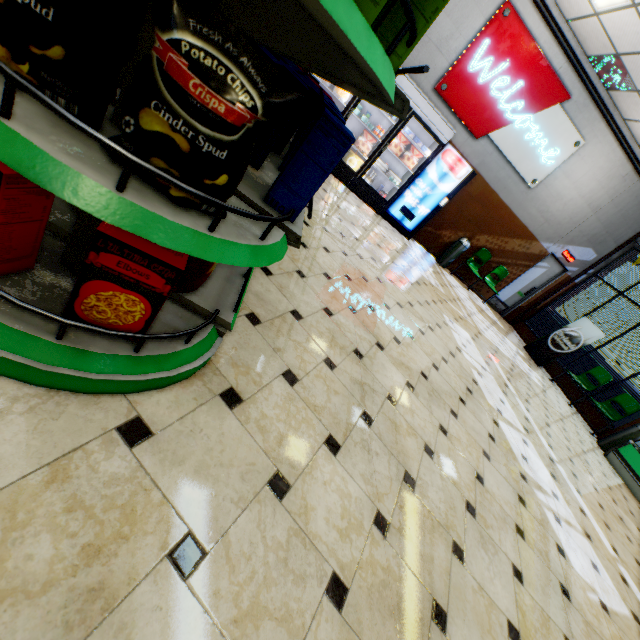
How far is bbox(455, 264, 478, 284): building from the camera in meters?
9.8

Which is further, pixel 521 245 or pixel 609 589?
pixel 521 245

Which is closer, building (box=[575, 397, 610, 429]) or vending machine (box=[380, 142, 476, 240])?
vending machine (box=[380, 142, 476, 240])

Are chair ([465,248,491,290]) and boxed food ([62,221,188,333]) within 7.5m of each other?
no

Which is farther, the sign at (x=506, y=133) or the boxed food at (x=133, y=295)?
the sign at (x=506, y=133)

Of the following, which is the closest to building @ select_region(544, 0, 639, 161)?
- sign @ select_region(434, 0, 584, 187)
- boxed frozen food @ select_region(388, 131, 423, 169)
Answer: sign @ select_region(434, 0, 584, 187)

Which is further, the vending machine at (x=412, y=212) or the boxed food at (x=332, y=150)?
the vending machine at (x=412, y=212)

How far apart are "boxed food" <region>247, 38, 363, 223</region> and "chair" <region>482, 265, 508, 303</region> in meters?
8.4 m
